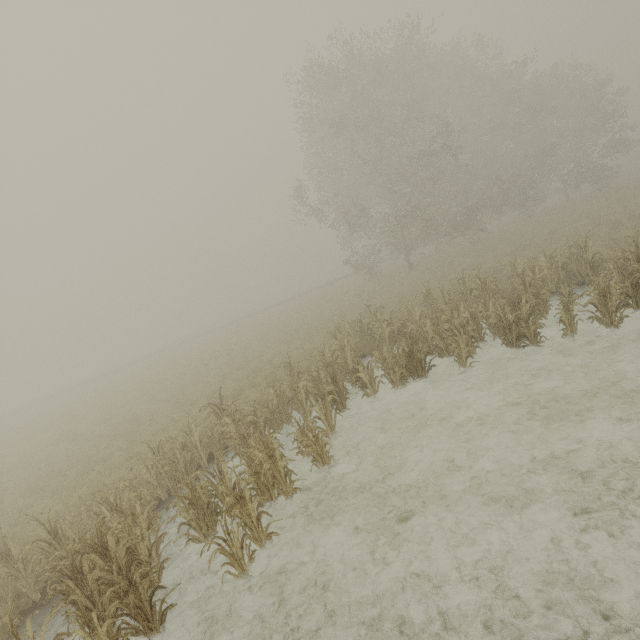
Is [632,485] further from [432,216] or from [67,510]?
[432,216]
